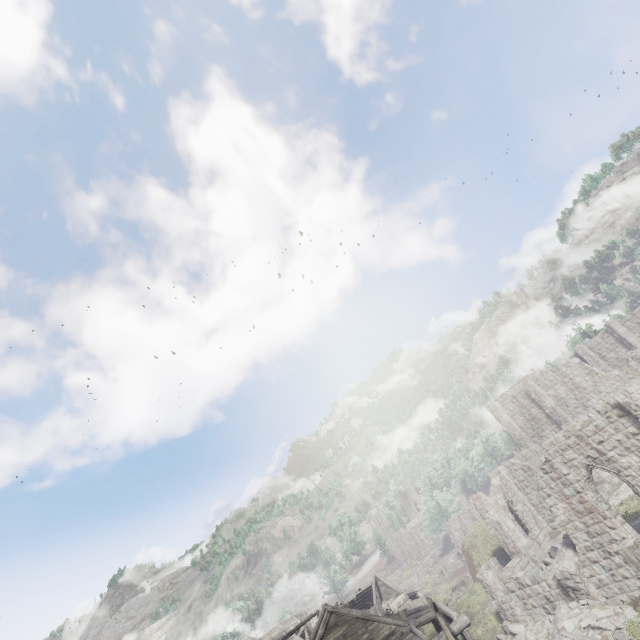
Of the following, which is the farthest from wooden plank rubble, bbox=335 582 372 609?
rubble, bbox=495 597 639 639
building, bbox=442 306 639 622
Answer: rubble, bbox=495 597 639 639

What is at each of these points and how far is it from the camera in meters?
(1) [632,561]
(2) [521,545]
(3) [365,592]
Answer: (1) wooden lamp post, 5.1
(2) building, 23.7
(3) wooden plank rubble, 44.0

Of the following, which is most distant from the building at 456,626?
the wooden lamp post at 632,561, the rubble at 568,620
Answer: the wooden lamp post at 632,561

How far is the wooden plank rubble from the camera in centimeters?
4228cm

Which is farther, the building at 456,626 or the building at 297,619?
the building at 297,619

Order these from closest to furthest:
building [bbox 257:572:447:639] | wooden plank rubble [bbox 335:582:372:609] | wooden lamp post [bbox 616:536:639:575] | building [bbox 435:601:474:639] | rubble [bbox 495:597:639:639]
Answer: wooden lamp post [bbox 616:536:639:575], rubble [bbox 495:597:639:639], building [bbox 435:601:474:639], building [bbox 257:572:447:639], wooden plank rubble [bbox 335:582:372:609]

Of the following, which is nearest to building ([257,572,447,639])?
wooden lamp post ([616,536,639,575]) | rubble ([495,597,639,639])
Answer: rubble ([495,597,639,639])

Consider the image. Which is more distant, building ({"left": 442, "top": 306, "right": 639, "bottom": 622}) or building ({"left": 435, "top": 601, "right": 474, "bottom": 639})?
building ({"left": 435, "top": 601, "right": 474, "bottom": 639})
